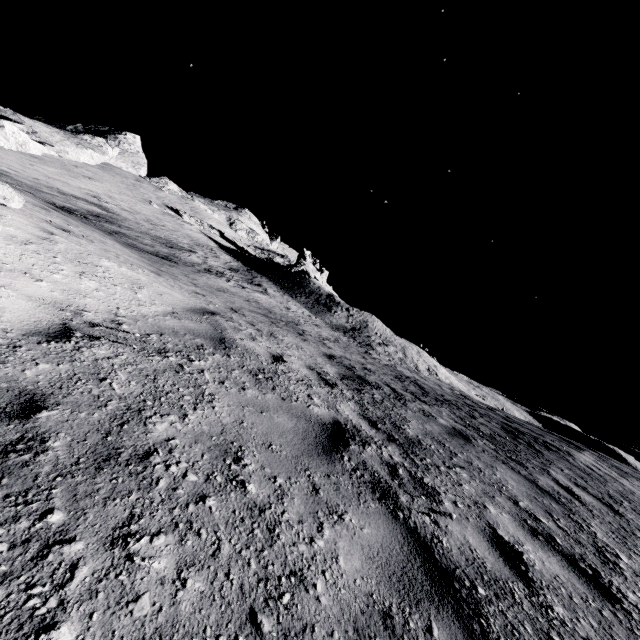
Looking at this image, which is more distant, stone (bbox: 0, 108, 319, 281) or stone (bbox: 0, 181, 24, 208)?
stone (bbox: 0, 108, 319, 281)

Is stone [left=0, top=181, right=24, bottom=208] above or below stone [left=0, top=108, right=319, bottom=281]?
below

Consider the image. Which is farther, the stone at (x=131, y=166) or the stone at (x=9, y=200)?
the stone at (x=131, y=166)

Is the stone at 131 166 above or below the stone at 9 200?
above

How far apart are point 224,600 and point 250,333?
5.5m
